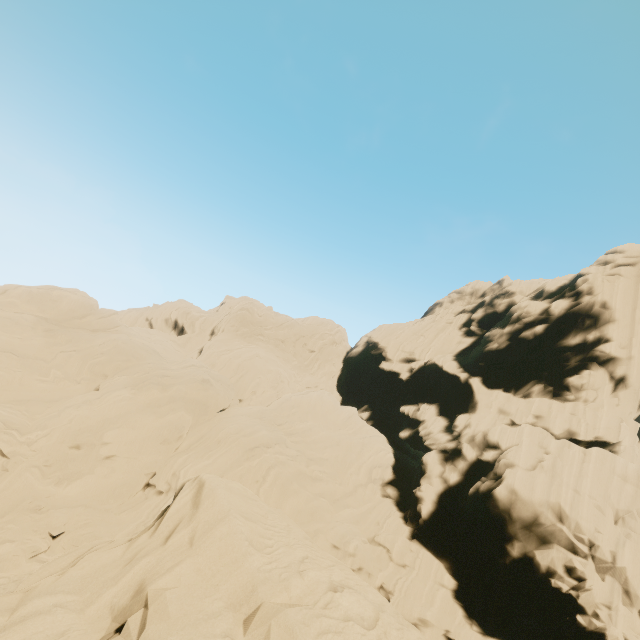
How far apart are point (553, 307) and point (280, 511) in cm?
3180
